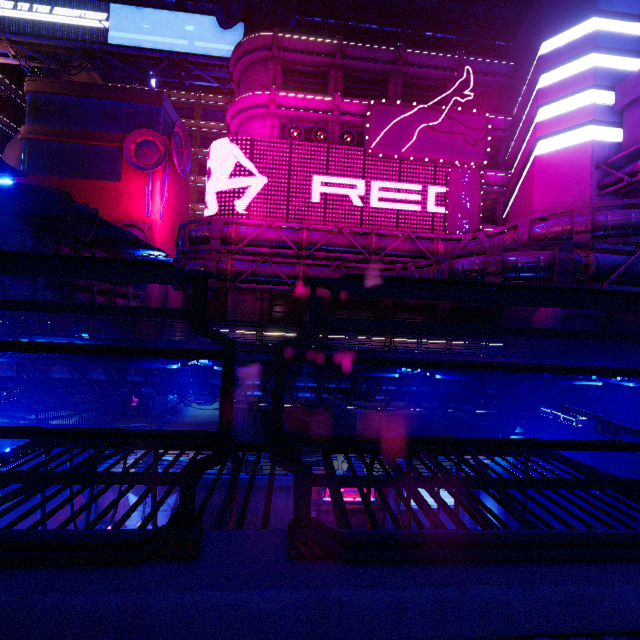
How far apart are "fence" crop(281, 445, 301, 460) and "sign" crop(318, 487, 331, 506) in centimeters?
1765cm

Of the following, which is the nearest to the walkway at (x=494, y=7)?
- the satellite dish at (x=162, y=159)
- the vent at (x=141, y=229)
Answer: the satellite dish at (x=162, y=159)

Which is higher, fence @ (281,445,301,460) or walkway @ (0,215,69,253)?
walkway @ (0,215,69,253)

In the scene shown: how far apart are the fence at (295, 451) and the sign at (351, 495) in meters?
17.6

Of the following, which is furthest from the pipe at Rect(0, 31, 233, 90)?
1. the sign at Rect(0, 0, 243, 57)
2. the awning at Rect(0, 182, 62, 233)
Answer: the awning at Rect(0, 182, 62, 233)

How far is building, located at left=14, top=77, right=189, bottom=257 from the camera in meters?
31.7 m

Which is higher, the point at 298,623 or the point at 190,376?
the point at 298,623

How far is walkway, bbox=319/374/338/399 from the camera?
13.6m
